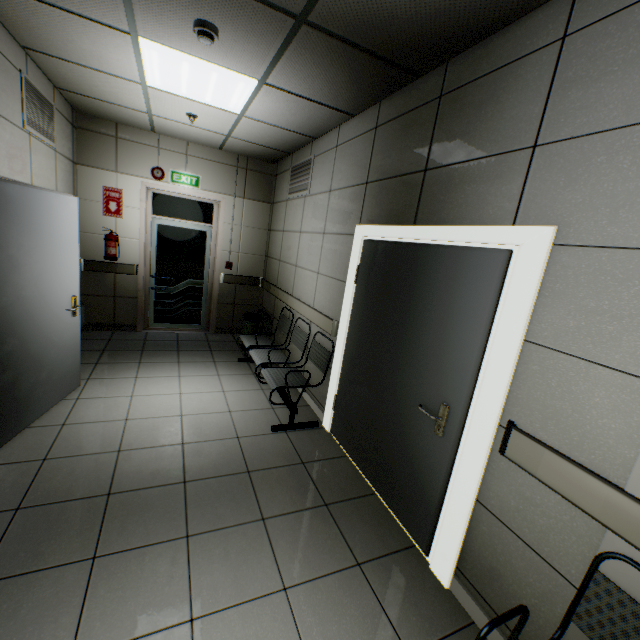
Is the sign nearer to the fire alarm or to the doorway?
the fire alarm

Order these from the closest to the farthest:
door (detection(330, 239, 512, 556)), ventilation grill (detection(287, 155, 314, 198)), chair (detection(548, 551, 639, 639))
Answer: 1. chair (detection(548, 551, 639, 639))
2. door (detection(330, 239, 512, 556))
3. ventilation grill (detection(287, 155, 314, 198))

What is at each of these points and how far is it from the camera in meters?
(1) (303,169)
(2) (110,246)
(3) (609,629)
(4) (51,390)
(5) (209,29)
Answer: (1) ventilation grill, 4.6 m
(2) fire extinguisher, 5.1 m
(3) chair, 1.2 m
(4) door, 3.1 m
(5) fire alarm, 2.2 m

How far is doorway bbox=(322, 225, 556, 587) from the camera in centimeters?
162cm

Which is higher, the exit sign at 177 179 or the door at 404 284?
the exit sign at 177 179

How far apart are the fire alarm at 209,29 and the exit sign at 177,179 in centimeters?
344cm

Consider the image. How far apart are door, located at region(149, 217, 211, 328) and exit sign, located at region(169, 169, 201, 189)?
0.56m

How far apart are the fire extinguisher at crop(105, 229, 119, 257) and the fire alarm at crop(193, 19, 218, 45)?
3.76m
